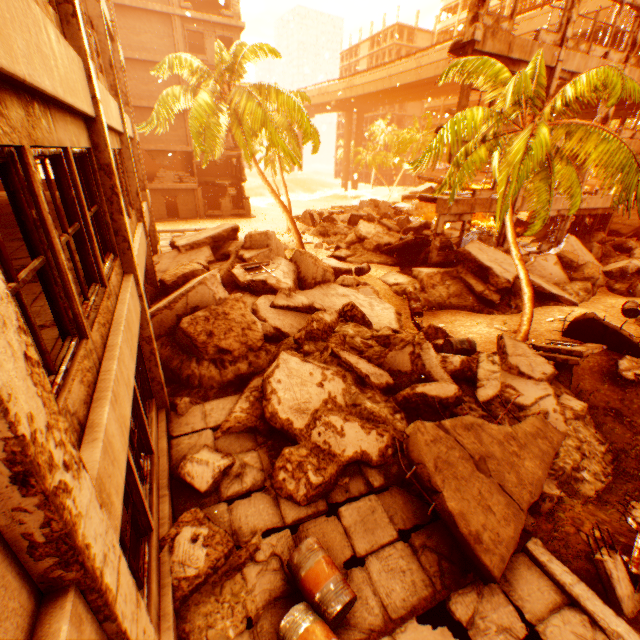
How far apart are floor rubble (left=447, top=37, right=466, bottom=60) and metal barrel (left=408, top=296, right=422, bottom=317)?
9.8m

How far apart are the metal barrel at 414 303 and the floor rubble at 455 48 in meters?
9.8 m

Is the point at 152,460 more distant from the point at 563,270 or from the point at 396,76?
the point at 396,76

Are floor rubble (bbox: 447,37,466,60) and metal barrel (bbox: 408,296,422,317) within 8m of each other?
no

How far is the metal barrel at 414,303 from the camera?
13.79m

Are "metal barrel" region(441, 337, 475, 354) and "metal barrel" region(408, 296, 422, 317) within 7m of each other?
yes

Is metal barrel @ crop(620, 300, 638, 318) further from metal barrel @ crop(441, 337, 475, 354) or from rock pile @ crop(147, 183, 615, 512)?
metal barrel @ crop(441, 337, 475, 354)

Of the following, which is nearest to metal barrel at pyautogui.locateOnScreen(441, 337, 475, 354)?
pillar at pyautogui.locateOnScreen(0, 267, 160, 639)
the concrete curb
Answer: the concrete curb
